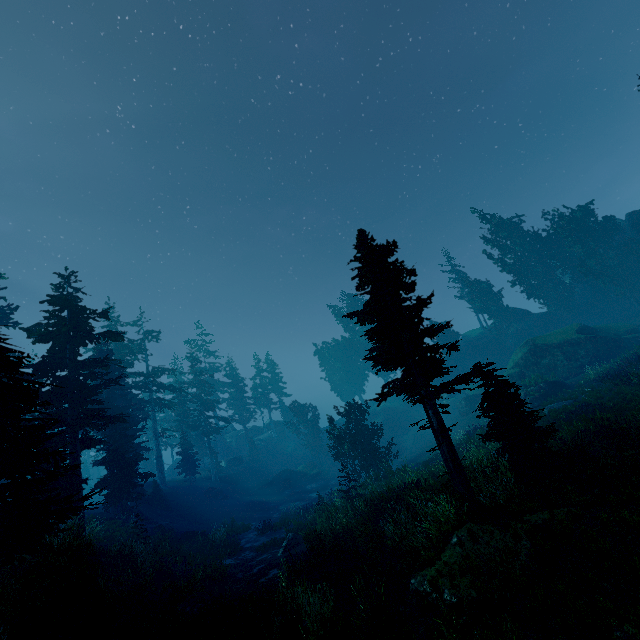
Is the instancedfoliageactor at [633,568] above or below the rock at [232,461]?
below

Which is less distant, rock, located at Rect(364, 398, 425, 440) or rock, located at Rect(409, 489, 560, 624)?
rock, located at Rect(409, 489, 560, 624)

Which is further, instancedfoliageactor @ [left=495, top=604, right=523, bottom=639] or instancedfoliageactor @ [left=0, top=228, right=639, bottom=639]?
instancedfoliageactor @ [left=0, top=228, right=639, bottom=639]

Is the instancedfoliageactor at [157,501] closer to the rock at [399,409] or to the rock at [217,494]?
the rock at [399,409]

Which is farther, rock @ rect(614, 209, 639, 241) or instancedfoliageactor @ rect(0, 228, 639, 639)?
rock @ rect(614, 209, 639, 241)

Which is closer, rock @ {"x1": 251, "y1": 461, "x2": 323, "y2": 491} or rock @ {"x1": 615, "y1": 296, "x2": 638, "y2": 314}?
rock @ {"x1": 615, "y1": 296, "x2": 638, "y2": 314}

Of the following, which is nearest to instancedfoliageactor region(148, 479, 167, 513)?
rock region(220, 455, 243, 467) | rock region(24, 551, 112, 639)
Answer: rock region(24, 551, 112, 639)

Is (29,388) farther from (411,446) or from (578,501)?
(411,446)
